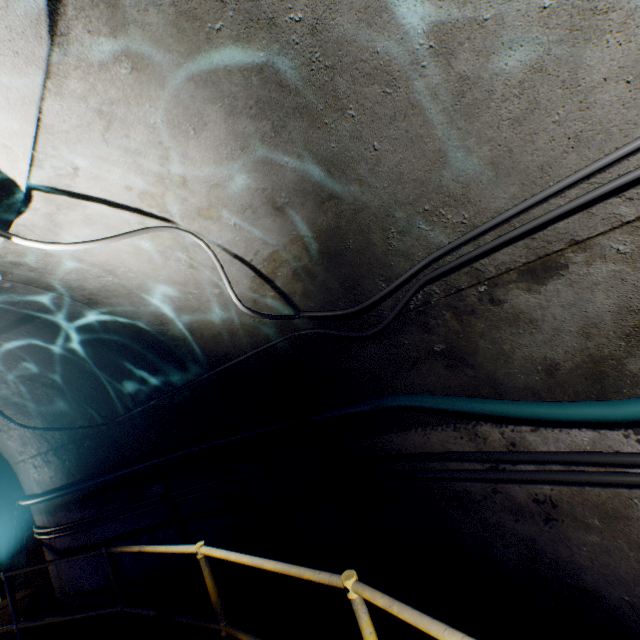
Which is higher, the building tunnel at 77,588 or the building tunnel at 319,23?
the building tunnel at 319,23

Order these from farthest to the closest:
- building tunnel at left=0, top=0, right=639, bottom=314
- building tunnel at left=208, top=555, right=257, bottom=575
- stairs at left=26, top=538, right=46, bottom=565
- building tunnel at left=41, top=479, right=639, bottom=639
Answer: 1. stairs at left=26, top=538, right=46, bottom=565
2. building tunnel at left=208, top=555, right=257, bottom=575
3. building tunnel at left=41, top=479, right=639, bottom=639
4. building tunnel at left=0, top=0, right=639, bottom=314

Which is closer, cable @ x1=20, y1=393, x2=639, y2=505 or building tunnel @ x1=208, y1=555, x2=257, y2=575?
cable @ x1=20, y1=393, x2=639, y2=505

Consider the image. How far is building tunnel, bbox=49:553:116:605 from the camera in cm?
448

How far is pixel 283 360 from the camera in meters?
3.3

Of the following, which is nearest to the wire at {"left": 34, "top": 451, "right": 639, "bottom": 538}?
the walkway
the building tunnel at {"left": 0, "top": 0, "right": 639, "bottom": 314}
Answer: the building tunnel at {"left": 0, "top": 0, "right": 639, "bottom": 314}

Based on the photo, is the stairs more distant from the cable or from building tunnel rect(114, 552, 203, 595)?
the cable

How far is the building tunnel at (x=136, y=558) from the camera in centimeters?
421cm
